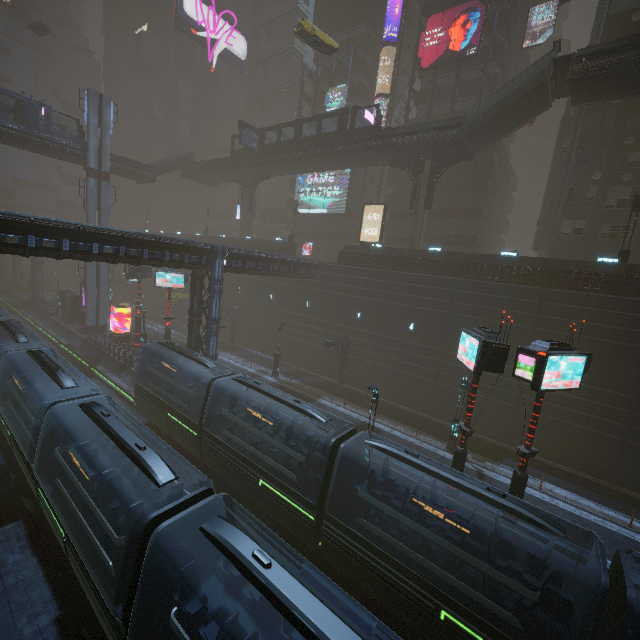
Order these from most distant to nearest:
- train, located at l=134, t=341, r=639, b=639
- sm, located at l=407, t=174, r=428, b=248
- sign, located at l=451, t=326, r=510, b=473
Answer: sm, located at l=407, t=174, r=428, b=248 < sign, located at l=451, t=326, r=510, b=473 < train, located at l=134, t=341, r=639, b=639

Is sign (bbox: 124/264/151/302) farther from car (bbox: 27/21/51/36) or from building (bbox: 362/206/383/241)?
car (bbox: 27/21/51/36)

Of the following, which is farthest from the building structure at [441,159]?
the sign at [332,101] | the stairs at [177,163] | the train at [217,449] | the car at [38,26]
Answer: the stairs at [177,163]

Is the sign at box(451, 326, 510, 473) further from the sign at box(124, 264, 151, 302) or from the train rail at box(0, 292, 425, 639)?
the sign at box(124, 264, 151, 302)

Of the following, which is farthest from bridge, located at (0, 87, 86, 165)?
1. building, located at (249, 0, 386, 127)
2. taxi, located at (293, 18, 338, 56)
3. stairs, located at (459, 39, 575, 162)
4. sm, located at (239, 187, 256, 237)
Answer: stairs, located at (459, 39, 575, 162)

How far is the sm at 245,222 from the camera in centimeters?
4531cm

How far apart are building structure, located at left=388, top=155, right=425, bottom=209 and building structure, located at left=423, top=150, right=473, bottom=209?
0.62m

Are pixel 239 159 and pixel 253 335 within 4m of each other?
no
